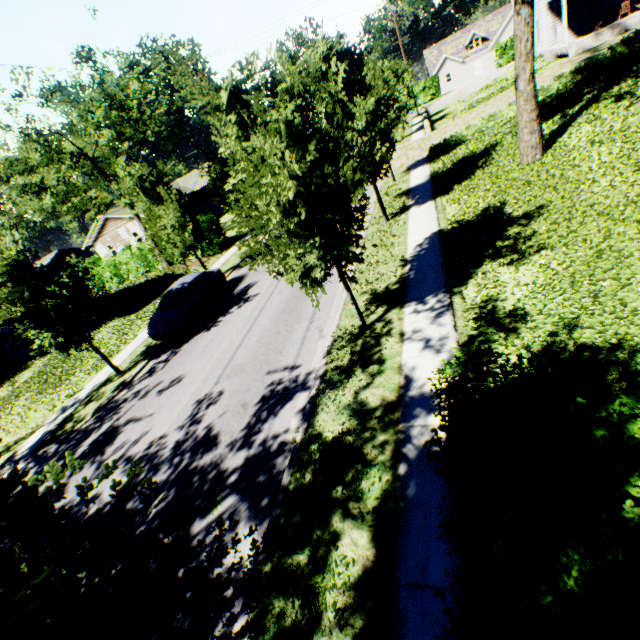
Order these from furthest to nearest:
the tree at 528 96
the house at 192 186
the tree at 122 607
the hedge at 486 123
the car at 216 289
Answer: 1. the house at 192 186
2. the hedge at 486 123
3. the car at 216 289
4. the tree at 528 96
5. the tree at 122 607

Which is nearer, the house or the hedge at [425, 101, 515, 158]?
the hedge at [425, 101, 515, 158]

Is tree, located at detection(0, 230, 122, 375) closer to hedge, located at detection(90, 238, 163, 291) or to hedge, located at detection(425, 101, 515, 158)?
hedge, located at detection(90, 238, 163, 291)

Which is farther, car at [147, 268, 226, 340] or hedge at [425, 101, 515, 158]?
hedge at [425, 101, 515, 158]

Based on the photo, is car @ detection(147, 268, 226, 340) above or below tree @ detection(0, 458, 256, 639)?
below

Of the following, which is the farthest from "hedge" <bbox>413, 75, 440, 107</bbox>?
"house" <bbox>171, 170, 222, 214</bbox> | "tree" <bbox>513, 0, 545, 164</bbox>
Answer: "tree" <bbox>513, 0, 545, 164</bbox>

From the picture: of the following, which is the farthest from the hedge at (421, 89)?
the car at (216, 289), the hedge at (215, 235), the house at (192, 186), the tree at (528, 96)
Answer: the car at (216, 289)

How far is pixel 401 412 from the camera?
5.9 meters
